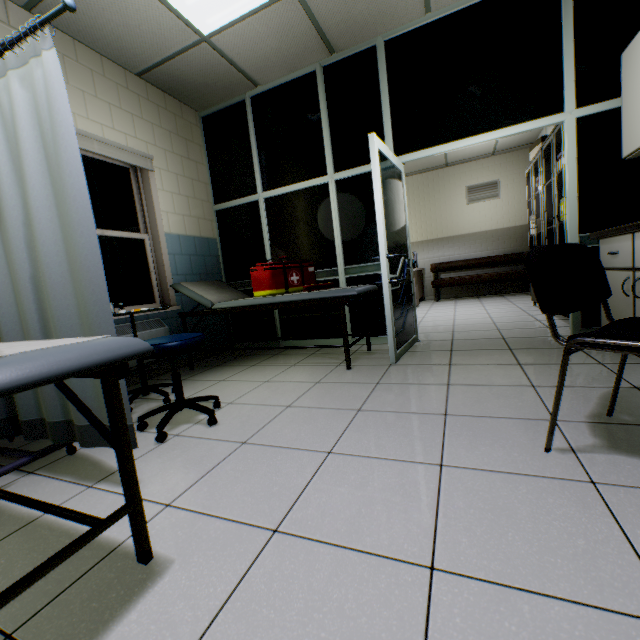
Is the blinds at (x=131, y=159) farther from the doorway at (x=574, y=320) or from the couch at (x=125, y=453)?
the doorway at (x=574, y=320)

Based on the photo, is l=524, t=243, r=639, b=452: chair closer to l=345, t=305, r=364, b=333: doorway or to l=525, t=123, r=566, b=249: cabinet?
l=345, t=305, r=364, b=333: doorway

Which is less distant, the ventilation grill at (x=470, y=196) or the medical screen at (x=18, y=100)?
the medical screen at (x=18, y=100)

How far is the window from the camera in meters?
3.3 m

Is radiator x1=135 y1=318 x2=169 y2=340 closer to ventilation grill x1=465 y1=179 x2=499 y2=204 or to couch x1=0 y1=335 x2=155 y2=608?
couch x1=0 y1=335 x2=155 y2=608

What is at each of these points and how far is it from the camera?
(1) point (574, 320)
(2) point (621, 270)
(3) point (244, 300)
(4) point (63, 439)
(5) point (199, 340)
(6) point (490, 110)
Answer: (1) doorway, 3.07m
(2) laboratory table, 2.40m
(3) couch, 3.24m
(4) medical screen, 1.56m
(5) chair, 2.01m
(6) doorway, 3.10m

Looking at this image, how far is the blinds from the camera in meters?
2.9

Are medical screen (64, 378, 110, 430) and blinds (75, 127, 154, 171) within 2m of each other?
yes
